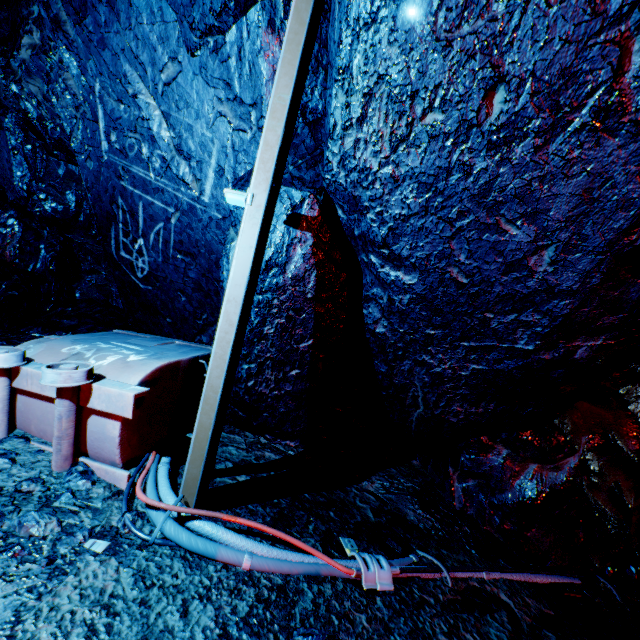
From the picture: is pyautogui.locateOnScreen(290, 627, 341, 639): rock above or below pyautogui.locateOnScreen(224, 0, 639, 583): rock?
below

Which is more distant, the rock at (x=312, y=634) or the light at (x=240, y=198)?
the light at (x=240, y=198)

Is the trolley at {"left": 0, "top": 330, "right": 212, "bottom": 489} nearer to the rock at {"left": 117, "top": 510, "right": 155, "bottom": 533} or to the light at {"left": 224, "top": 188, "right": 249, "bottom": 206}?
the rock at {"left": 117, "top": 510, "right": 155, "bottom": 533}

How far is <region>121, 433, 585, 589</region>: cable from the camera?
1.69m

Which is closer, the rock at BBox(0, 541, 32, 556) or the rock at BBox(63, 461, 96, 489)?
the rock at BBox(0, 541, 32, 556)

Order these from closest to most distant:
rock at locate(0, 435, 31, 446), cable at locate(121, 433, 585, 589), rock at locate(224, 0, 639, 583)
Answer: rock at locate(224, 0, 639, 583), cable at locate(121, 433, 585, 589), rock at locate(0, 435, 31, 446)

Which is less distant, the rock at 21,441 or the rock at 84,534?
the rock at 84,534

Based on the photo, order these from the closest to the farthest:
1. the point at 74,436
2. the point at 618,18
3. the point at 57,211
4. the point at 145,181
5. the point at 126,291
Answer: the point at 618,18 → the point at 74,436 → the point at 145,181 → the point at 126,291 → the point at 57,211
